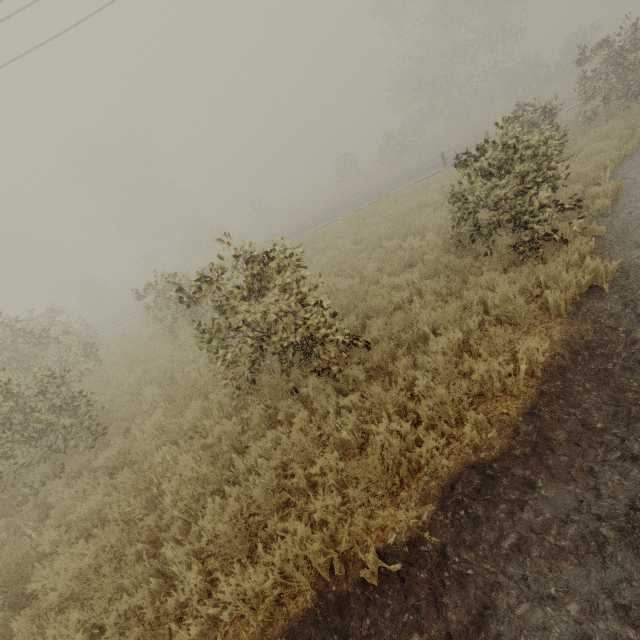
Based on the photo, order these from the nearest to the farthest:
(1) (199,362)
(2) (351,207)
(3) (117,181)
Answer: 1. (1) (199,362)
2. (2) (351,207)
3. (3) (117,181)
